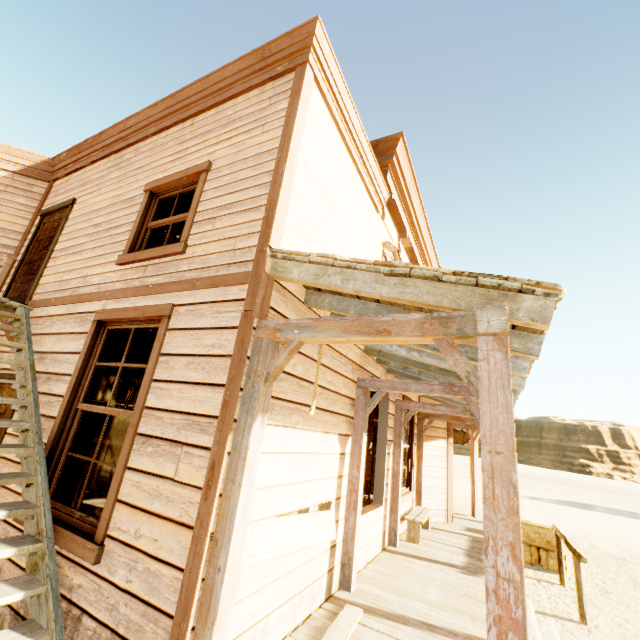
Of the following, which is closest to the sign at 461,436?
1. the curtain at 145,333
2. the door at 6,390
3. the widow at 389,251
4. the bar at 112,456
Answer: the widow at 389,251

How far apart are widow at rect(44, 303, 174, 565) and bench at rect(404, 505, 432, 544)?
5.6 meters

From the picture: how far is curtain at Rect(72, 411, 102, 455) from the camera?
3.6m

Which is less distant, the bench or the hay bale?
the bench

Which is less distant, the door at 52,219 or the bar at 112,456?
the door at 52,219

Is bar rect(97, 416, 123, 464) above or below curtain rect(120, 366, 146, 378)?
below

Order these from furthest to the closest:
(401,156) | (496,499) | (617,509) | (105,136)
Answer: (617,509)
(401,156)
(105,136)
(496,499)

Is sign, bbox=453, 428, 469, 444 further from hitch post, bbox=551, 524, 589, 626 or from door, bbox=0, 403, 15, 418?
door, bbox=0, 403, 15, 418
